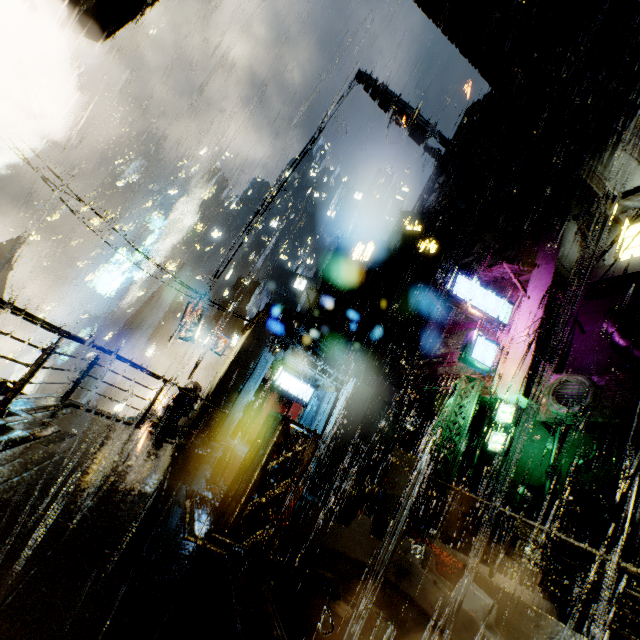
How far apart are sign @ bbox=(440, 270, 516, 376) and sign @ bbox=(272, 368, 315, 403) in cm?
936

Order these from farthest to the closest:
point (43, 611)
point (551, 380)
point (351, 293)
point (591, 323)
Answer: point (351, 293) < point (591, 323) < point (551, 380) < point (43, 611)

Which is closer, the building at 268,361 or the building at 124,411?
the building at 268,361

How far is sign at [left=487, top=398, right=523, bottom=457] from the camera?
13.83m

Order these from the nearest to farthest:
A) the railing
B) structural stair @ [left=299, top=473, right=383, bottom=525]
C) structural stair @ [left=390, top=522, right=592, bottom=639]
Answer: structural stair @ [left=390, top=522, right=592, bottom=639], the railing, structural stair @ [left=299, top=473, right=383, bottom=525]

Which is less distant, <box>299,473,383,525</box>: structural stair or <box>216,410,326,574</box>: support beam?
<box>216,410,326,574</box>: support beam

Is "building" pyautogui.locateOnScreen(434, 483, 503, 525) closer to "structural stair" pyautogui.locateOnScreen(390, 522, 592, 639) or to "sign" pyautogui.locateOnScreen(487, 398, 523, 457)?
"structural stair" pyautogui.locateOnScreen(390, 522, 592, 639)

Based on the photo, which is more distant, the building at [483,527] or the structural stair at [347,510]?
the building at [483,527]
